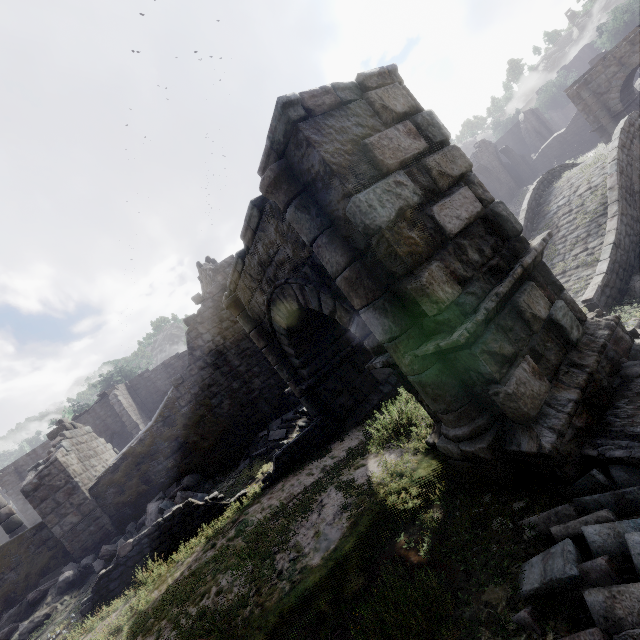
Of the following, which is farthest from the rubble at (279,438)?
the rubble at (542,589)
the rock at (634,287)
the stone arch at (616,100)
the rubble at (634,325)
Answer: the rubble at (542,589)

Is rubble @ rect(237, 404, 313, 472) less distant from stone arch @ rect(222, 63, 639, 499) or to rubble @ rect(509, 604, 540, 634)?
stone arch @ rect(222, 63, 639, 499)

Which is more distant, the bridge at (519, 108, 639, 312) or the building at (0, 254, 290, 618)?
the building at (0, 254, 290, 618)

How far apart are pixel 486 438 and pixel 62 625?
10.83m

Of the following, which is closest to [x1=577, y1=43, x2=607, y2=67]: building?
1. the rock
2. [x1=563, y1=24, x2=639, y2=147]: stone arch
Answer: [x1=563, y1=24, x2=639, y2=147]: stone arch

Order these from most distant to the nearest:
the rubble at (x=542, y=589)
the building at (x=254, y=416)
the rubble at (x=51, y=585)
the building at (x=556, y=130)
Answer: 1. the building at (x=556, y=130)
2. the building at (x=254, y=416)
3. the rubble at (x=51, y=585)
4. the rubble at (x=542, y=589)

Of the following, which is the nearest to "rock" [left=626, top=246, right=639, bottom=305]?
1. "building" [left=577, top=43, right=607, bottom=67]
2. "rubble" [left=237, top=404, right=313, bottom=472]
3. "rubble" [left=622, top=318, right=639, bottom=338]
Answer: "rubble" [left=622, top=318, right=639, bottom=338]

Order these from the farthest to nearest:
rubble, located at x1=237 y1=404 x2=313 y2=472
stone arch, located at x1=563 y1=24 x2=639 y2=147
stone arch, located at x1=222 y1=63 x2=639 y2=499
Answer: stone arch, located at x1=563 y1=24 x2=639 y2=147
rubble, located at x1=237 y1=404 x2=313 y2=472
stone arch, located at x1=222 y1=63 x2=639 y2=499
